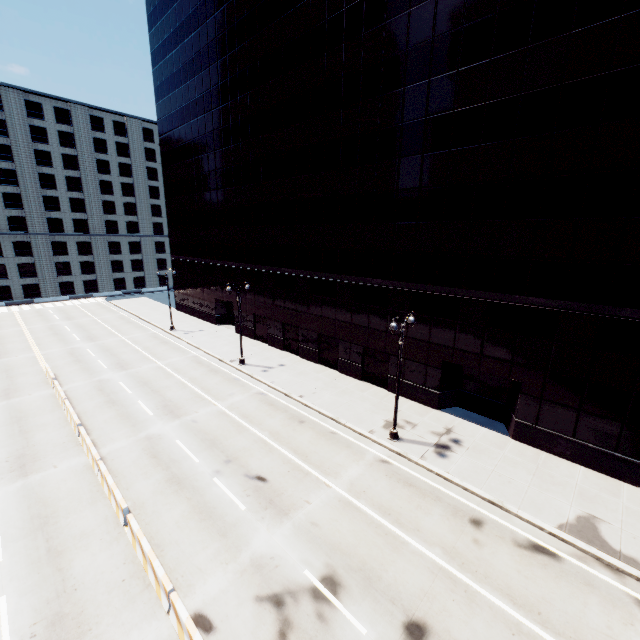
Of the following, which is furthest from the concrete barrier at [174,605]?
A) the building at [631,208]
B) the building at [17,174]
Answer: the building at [17,174]

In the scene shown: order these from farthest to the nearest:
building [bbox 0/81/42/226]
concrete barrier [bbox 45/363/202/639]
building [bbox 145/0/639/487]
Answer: building [bbox 0/81/42/226] < building [bbox 145/0/639/487] < concrete barrier [bbox 45/363/202/639]

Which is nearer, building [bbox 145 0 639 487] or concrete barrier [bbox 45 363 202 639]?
concrete barrier [bbox 45 363 202 639]

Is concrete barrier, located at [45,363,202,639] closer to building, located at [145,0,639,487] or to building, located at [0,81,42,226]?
building, located at [145,0,639,487]

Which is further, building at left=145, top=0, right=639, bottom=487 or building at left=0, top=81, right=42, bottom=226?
building at left=0, top=81, right=42, bottom=226

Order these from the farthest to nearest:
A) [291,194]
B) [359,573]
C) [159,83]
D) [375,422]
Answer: [159,83] → [291,194] → [375,422] → [359,573]

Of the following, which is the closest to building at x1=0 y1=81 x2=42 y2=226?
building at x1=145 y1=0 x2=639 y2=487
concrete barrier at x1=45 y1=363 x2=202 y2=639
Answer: building at x1=145 y1=0 x2=639 y2=487

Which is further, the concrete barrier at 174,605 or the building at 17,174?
the building at 17,174
